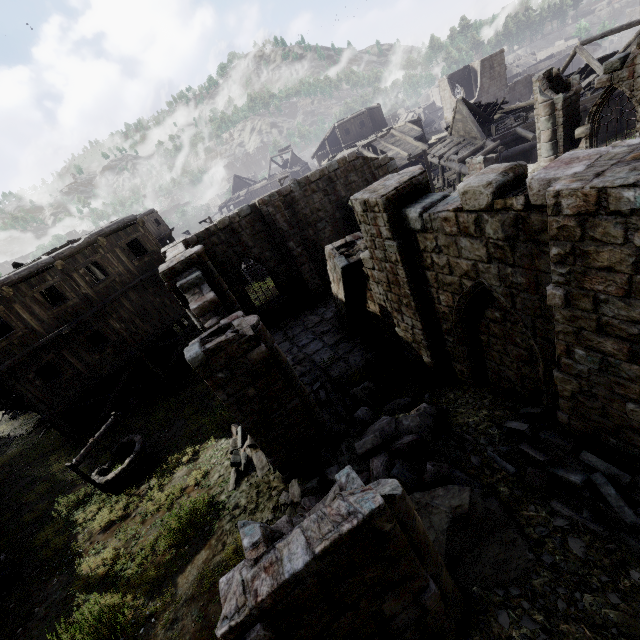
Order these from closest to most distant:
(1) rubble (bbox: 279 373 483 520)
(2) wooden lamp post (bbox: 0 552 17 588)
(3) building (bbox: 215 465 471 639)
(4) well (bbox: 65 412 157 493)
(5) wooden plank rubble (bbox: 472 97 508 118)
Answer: (3) building (bbox: 215 465 471 639)
(1) rubble (bbox: 279 373 483 520)
(2) wooden lamp post (bbox: 0 552 17 588)
(4) well (bbox: 65 412 157 493)
(5) wooden plank rubble (bbox: 472 97 508 118)

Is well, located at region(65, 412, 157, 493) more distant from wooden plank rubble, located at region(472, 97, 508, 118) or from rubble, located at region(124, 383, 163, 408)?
wooden plank rubble, located at region(472, 97, 508, 118)

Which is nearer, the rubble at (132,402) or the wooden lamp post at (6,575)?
the wooden lamp post at (6,575)

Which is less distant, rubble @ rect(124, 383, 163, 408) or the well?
the well

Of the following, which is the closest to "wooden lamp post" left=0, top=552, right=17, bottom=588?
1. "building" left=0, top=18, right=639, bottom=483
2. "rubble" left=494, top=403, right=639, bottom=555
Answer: "building" left=0, top=18, right=639, bottom=483

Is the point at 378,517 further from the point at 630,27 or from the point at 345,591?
the point at 630,27

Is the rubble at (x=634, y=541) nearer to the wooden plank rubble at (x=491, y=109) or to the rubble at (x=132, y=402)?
the rubble at (x=132, y=402)

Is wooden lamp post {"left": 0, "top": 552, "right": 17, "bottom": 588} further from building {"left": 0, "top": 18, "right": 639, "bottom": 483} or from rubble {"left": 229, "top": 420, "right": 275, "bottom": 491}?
rubble {"left": 229, "top": 420, "right": 275, "bottom": 491}
